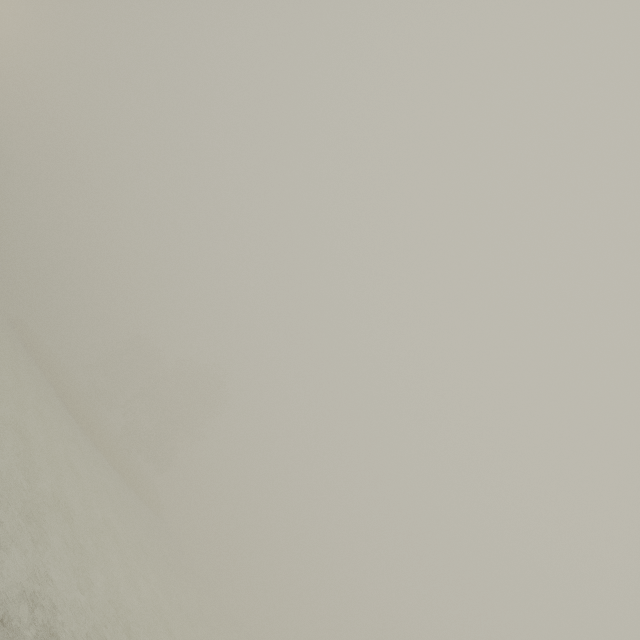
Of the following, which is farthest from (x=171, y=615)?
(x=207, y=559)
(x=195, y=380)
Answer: (x=207, y=559)
